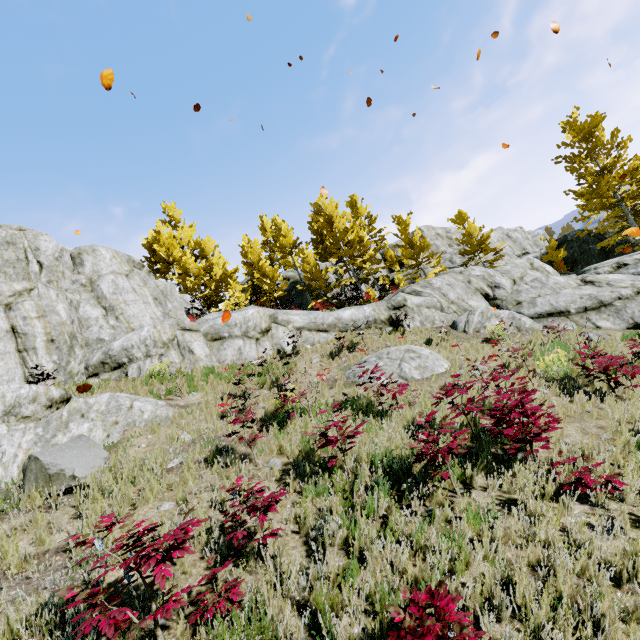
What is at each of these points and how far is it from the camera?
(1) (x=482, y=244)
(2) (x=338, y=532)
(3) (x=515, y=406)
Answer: (1) instancedfoliageactor, 27.2 meters
(2) rock, 4.0 meters
(3) instancedfoliageactor, 5.3 meters

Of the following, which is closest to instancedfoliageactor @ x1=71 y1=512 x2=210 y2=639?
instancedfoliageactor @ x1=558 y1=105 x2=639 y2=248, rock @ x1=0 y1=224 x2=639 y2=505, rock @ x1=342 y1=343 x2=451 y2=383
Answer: rock @ x1=0 y1=224 x2=639 y2=505

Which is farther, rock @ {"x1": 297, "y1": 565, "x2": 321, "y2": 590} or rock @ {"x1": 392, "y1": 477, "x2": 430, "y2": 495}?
rock @ {"x1": 392, "y1": 477, "x2": 430, "y2": 495}

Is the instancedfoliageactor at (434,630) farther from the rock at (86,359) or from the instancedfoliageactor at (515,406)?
the instancedfoliageactor at (515,406)

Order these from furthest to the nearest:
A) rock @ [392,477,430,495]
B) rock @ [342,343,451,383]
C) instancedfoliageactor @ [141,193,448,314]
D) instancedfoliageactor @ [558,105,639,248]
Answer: instancedfoliageactor @ [141,193,448,314], instancedfoliageactor @ [558,105,639,248], rock @ [342,343,451,383], rock @ [392,477,430,495]

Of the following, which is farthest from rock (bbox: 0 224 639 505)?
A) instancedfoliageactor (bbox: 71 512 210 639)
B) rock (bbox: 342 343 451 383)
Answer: rock (bbox: 342 343 451 383)

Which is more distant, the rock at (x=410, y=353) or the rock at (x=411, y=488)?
the rock at (x=410, y=353)

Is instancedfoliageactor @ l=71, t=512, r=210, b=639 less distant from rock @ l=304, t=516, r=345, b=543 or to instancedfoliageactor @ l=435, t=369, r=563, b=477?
rock @ l=304, t=516, r=345, b=543
